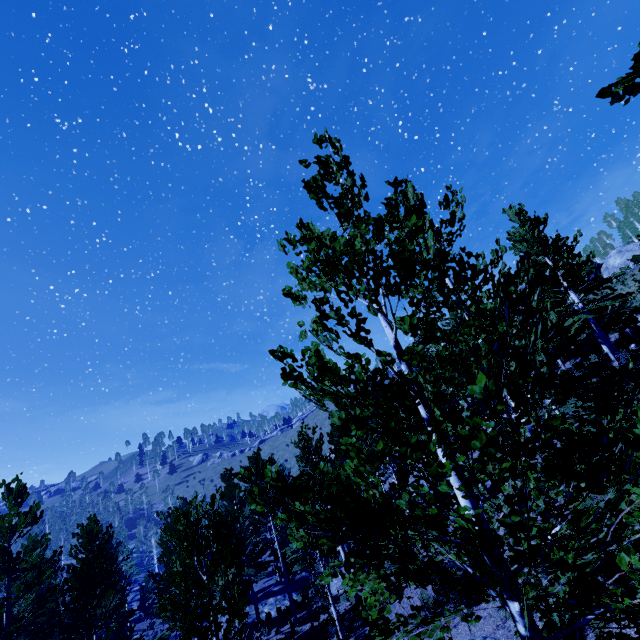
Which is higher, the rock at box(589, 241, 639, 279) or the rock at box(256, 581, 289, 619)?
the rock at box(589, 241, 639, 279)

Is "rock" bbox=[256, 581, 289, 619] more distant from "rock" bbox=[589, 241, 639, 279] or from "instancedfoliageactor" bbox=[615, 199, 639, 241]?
"rock" bbox=[589, 241, 639, 279]

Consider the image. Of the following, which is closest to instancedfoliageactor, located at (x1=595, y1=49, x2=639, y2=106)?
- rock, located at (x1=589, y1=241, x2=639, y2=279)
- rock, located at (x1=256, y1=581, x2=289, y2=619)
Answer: rock, located at (x1=256, y1=581, x2=289, y2=619)

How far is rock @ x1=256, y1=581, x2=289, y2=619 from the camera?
25.06m

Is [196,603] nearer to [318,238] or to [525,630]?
[525,630]

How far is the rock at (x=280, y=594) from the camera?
25.06m

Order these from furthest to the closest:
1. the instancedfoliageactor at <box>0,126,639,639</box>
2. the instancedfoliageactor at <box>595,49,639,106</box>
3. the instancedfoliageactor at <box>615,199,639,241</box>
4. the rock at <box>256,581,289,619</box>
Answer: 1. the instancedfoliageactor at <box>615,199,639,241</box>
2. the rock at <box>256,581,289,619</box>
3. the instancedfoliageactor at <box>0,126,639,639</box>
4. the instancedfoliageactor at <box>595,49,639,106</box>

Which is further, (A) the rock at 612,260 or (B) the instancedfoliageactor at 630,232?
(B) the instancedfoliageactor at 630,232
